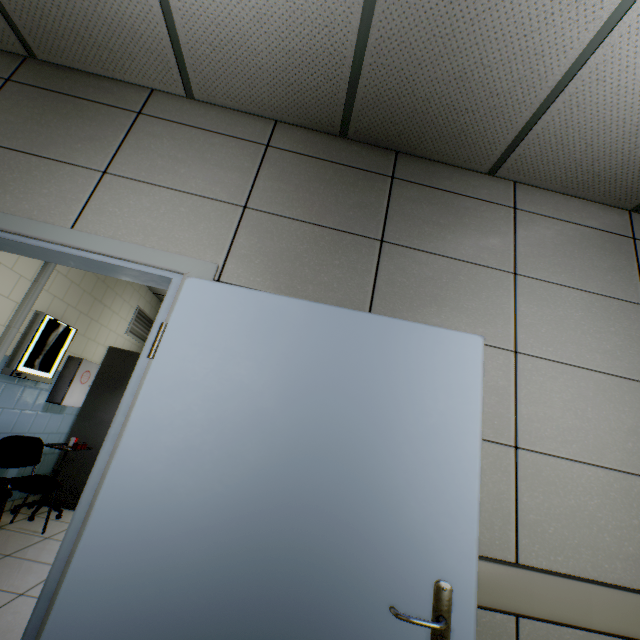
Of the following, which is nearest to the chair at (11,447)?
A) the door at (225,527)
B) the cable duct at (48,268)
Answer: the cable duct at (48,268)

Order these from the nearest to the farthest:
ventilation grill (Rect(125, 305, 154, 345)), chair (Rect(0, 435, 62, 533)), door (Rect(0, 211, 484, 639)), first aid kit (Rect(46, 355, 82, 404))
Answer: door (Rect(0, 211, 484, 639)) < chair (Rect(0, 435, 62, 533)) < first aid kit (Rect(46, 355, 82, 404)) < ventilation grill (Rect(125, 305, 154, 345))

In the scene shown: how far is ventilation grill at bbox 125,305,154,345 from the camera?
5.3m

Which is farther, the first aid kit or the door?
the first aid kit

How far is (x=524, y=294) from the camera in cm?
185

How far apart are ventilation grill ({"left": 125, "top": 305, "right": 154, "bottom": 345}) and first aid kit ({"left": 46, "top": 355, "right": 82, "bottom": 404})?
1.2 meters

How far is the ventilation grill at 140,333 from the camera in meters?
5.3 m

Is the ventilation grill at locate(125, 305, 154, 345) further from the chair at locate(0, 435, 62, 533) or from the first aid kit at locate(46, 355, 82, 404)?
the chair at locate(0, 435, 62, 533)
